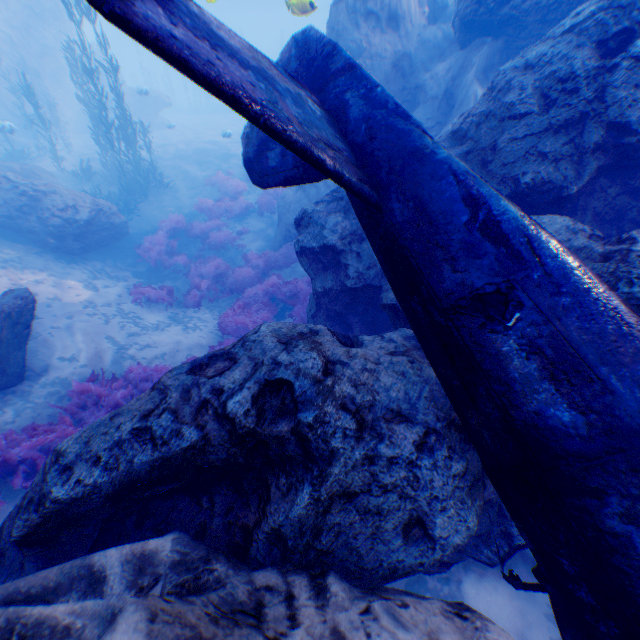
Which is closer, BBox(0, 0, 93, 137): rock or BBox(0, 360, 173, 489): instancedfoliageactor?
BBox(0, 360, 173, 489): instancedfoliageactor

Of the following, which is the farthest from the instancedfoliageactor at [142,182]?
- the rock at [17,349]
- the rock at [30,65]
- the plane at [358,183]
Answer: the rock at [17,349]

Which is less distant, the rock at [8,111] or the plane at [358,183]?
the plane at [358,183]

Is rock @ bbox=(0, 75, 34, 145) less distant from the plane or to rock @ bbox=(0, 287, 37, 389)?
the plane

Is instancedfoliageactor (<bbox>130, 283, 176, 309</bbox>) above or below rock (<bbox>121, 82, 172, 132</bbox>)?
below

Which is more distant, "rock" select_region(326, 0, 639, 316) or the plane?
"rock" select_region(326, 0, 639, 316)

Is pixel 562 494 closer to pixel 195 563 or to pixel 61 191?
pixel 195 563

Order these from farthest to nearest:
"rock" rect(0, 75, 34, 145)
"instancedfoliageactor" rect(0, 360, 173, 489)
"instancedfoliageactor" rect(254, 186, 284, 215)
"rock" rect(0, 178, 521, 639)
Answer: "rock" rect(0, 75, 34, 145) → "instancedfoliageactor" rect(254, 186, 284, 215) → "instancedfoliageactor" rect(0, 360, 173, 489) → "rock" rect(0, 178, 521, 639)
